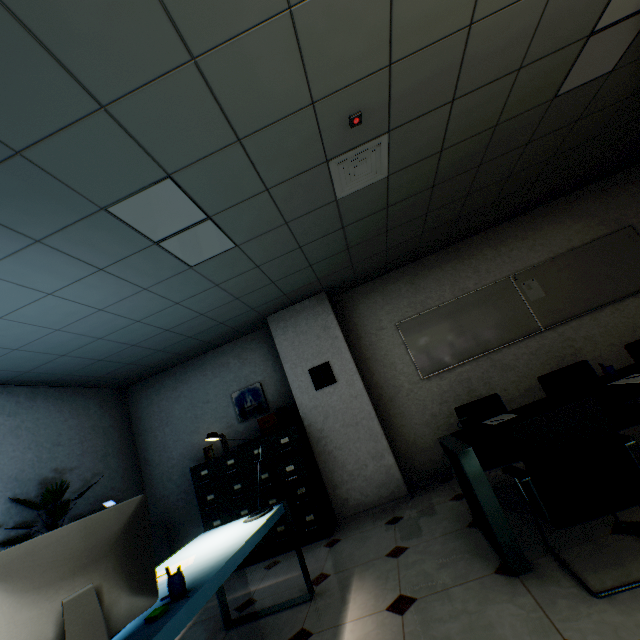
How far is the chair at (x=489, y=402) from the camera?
3.36m

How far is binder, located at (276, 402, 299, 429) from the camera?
→ 4.5 meters

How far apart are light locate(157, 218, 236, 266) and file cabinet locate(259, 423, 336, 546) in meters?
2.5

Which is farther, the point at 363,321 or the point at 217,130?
the point at 363,321

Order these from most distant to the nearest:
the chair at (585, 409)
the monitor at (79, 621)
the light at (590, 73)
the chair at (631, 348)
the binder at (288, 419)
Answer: the binder at (288, 419) → the chair at (631, 348) → the light at (590, 73) → the chair at (585, 409) → the monitor at (79, 621)

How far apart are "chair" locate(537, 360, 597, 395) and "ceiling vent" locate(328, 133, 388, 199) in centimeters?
260cm

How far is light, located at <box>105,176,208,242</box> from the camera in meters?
2.1

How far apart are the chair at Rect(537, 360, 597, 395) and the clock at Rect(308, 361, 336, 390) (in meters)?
2.40
